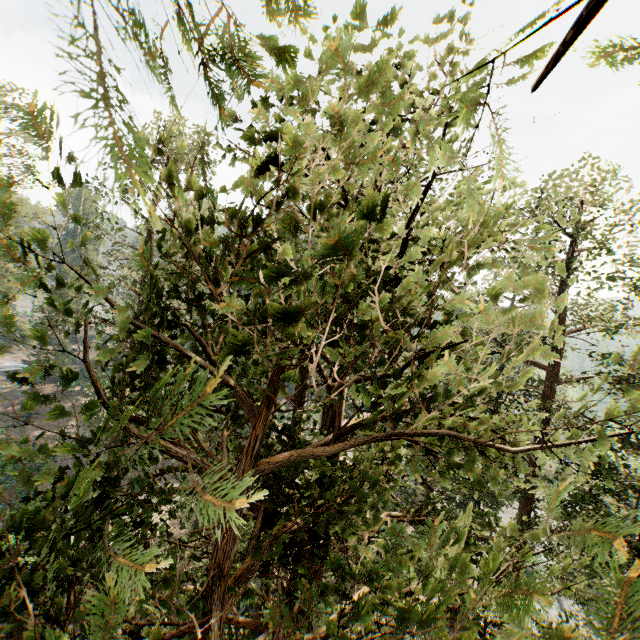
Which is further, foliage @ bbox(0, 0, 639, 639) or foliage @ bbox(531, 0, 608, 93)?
foliage @ bbox(0, 0, 639, 639)

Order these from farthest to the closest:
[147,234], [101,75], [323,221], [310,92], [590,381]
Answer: [147,234] < [590,381] < [323,221] < [310,92] < [101,75]

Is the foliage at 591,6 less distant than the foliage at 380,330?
Yes
